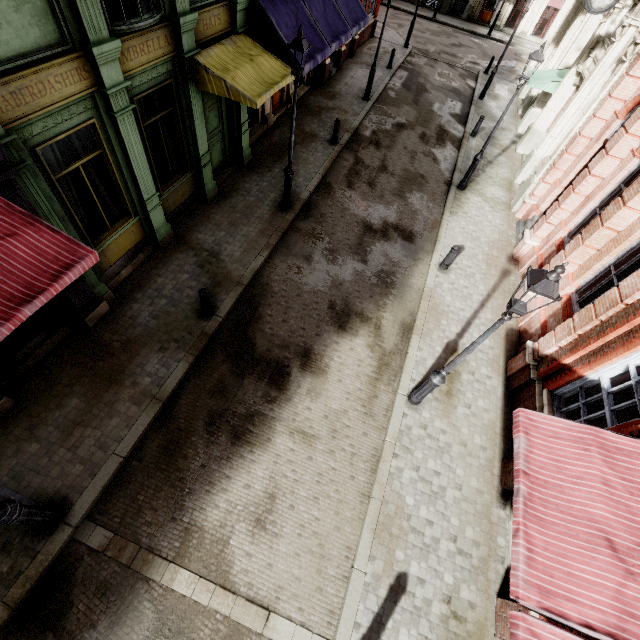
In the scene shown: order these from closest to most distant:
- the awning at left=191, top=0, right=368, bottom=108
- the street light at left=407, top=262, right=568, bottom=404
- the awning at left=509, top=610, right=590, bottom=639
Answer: the awning at left=509, top=610, right=590, bottom=639
the street light at left=407, top=262, right=568, bottom=404
the awning at left=191, top=0, right=368, bottom=108

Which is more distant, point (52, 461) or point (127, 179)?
point (127, 179)

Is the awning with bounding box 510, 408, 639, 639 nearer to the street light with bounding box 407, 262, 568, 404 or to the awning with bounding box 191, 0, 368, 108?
the street light with bounding box 407, 262, 568, 404

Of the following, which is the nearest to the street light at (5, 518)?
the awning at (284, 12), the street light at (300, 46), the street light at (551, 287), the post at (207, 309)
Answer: the post at (207, 309)

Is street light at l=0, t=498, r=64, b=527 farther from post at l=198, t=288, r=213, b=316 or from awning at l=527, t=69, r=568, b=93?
awning at l=527, t=69, r=568, b=93

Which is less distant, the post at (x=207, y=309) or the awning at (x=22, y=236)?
the awning at (x=22, y=236)

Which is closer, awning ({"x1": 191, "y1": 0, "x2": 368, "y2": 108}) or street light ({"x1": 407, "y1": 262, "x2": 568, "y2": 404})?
street light ({"x1": 407, "y1": 262, "x2": 568, "y2": 404})

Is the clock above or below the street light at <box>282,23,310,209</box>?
above
